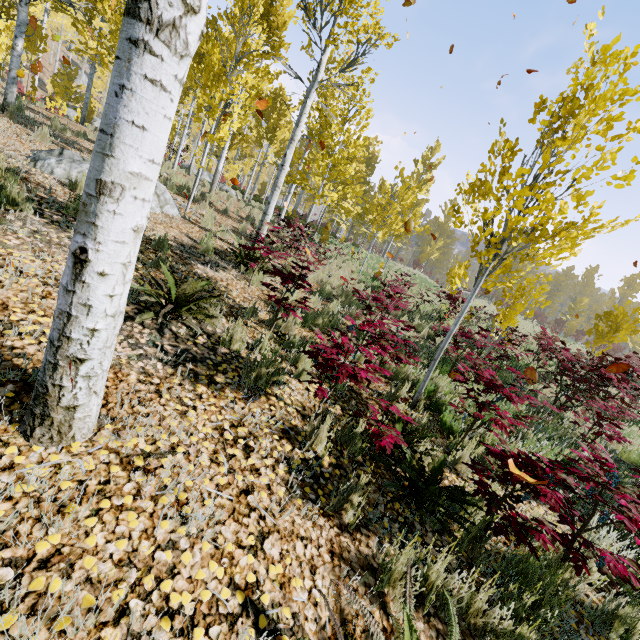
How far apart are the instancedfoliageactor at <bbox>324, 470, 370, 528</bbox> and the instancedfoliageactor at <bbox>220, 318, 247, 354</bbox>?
1.89m

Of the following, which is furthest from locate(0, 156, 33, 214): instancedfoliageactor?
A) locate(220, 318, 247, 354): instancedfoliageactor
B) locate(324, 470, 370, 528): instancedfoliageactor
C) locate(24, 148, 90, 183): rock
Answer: locate(220, 318, 247, 354): instancedfoliageactor

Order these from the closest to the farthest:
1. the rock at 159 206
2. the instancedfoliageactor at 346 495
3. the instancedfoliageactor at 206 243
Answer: the instancedfoliageactor at 346 495 < the instancedfoliageactor at 206 243 < the rock at 159 206

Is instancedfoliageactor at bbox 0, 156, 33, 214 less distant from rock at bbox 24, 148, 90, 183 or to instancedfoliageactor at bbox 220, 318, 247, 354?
→ rock at bbox 24, 148, 90, 183

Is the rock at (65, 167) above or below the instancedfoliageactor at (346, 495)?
above

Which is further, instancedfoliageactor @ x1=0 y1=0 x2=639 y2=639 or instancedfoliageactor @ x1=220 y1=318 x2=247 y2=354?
instancedfoliageactor @ x1=220 y1=318 x2=247 y2=354

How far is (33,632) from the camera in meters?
1.2 m

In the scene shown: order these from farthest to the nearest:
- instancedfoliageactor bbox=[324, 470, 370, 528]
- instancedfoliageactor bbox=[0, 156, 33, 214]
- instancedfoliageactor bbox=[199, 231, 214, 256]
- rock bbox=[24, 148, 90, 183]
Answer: instancedfoliageactor bbox=[199, 231, 214, 256], rock bbox=[24, 148, 90, 183], instancedfoliageactor bbox=[0, 156, 33, 214], instancedfoliageactor bbox=[324, 470, 370, 528]
